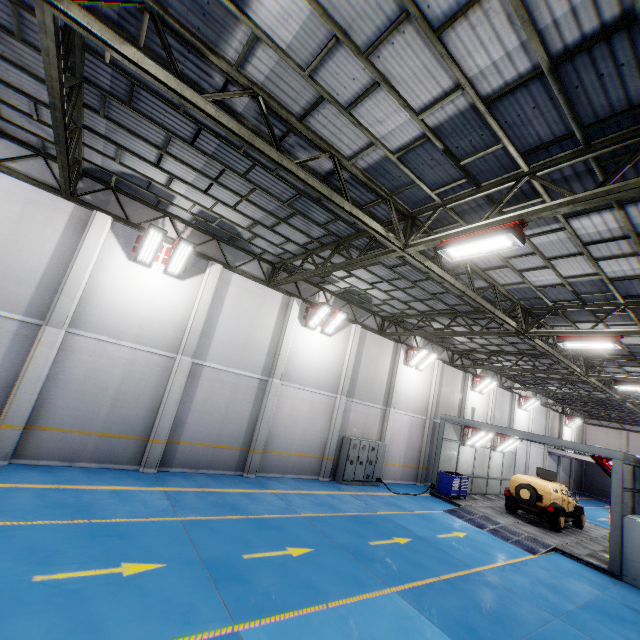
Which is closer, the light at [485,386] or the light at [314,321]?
the light at [314,321]

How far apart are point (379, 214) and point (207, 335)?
8.0 meters

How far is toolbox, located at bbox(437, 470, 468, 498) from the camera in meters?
17.5 m

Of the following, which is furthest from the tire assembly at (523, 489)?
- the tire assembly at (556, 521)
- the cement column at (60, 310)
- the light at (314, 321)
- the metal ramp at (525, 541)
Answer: the cement column at (60, 310)

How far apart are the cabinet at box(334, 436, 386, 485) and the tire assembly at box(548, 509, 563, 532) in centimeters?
825cm

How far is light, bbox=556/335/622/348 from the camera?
10.38m

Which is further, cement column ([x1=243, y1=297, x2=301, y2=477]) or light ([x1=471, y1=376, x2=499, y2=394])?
light ([x1=471, y1=376, x2=499, y2=394])

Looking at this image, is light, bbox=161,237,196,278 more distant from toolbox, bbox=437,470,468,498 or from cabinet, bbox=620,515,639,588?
cabinet, bbox=620,515,639,588
